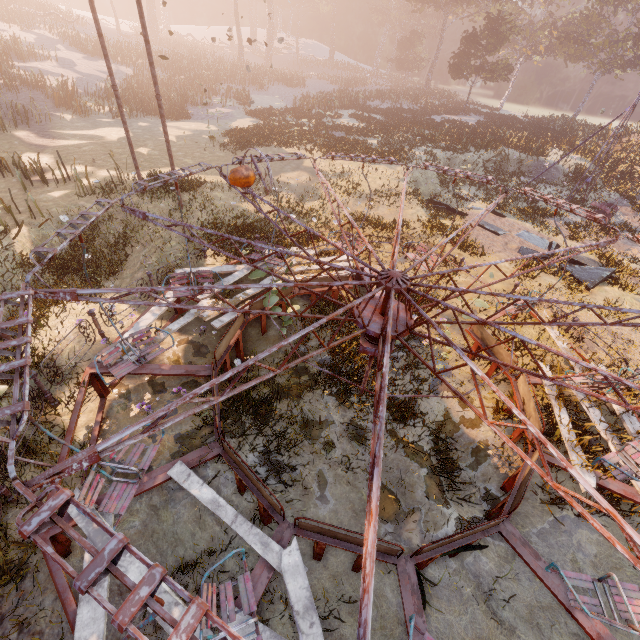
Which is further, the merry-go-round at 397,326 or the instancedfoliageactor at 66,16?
the instancedfoliageactor at 66,16

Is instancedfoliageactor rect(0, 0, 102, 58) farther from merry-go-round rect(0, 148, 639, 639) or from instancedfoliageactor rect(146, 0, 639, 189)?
merry-go-round rect(0, 148, 639, 639)

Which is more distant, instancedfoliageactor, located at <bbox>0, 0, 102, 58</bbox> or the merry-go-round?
instancedfoliageactor, located at <bbox>0, 0, 102, 58</bbox>

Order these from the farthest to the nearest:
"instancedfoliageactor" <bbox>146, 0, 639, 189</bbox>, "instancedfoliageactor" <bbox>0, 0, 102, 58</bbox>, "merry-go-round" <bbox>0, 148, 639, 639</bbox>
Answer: "instancedfoliageactor" <bbox>0, 0, 102, 58</bbox>, "instancedfoliageactor" <bbox>146, 0, 639, 189</bbox>, "merry-go-round" <bbox>0, 148, 639, 639</bbox>

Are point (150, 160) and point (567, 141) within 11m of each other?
no

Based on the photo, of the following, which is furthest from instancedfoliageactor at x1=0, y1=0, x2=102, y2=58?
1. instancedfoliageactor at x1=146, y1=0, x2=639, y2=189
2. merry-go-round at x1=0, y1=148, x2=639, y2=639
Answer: merry-go-round at x1=0, y1=148, x2=639, y2=639

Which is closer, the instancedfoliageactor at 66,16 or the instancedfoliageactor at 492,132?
the instancedfoliageactor at 492,132
